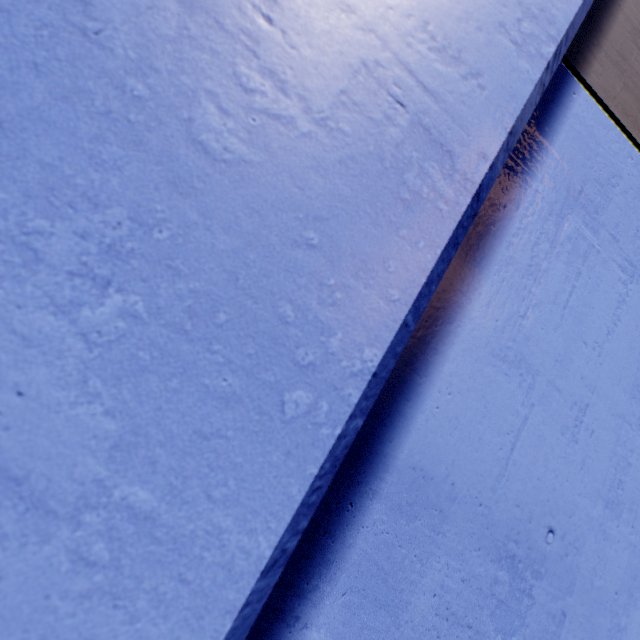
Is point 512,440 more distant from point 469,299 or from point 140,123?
point 140,123
